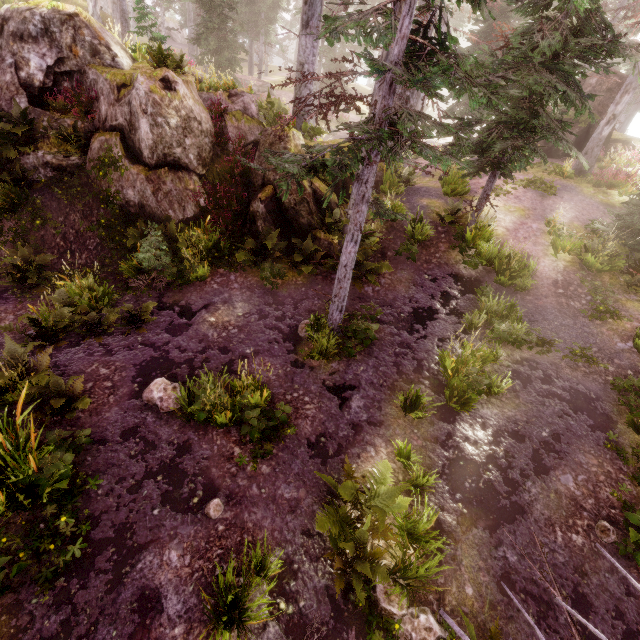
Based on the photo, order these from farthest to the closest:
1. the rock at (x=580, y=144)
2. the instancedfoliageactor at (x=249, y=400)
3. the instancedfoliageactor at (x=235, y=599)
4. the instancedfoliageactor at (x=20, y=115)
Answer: the rock at (x=580, y=144) < the instancedfoliageactor at (x=20, y=115) < the instancedfoliageactor at (x=249, y=400) < the instancedfoliageactor at (x=235, y=599)

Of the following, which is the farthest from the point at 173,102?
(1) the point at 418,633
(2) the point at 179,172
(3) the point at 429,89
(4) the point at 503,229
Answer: (1) the point at 418,633

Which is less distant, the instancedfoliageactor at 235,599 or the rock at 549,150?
the instancedfoliageactor at 235,599

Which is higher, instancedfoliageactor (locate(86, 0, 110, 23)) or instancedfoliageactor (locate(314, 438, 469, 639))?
instancedfoliageactor (locate(86, 0, 110, 23))

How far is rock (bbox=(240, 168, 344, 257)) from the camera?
10.8m

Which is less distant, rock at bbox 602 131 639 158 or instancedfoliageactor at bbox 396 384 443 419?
instancedfoliageactor at bbox 396 384 443 419

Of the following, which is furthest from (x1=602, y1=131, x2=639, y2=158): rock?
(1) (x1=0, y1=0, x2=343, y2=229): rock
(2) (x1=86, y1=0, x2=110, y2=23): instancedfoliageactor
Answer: (1) (x1=0, y1=0, x2=343, y2=229): rock
